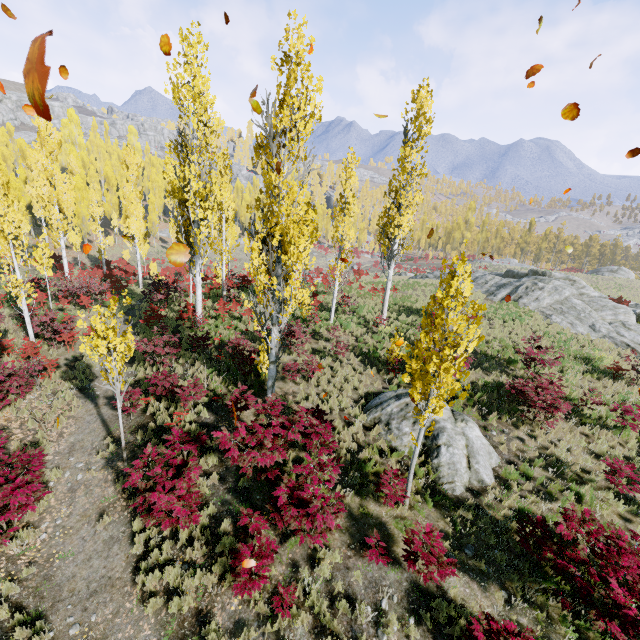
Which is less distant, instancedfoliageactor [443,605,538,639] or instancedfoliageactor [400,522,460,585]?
instancedfoliageactor [443,605,538,639]

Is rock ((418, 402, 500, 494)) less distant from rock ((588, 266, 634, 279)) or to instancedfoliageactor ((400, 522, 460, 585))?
instancedfoliageactor ((400, 522, 460, 585))

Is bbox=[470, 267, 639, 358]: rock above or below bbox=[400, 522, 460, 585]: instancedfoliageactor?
above

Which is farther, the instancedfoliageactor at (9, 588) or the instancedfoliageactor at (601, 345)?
the instancedfoliageactor at (601, 345)

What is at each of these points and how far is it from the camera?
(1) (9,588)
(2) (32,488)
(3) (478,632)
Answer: (1) instancedfoliageactor, 6.60m
(2) instancedfoliageactor, 7.38m
(3) instancedfoliageactor, 5.34m

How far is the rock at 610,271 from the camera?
55.3 meters

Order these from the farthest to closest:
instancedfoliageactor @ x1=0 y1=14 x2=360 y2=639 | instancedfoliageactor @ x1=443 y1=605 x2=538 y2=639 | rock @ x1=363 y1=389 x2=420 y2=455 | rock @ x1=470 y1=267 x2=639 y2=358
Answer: rock @ x1=470 y1=267 x2=639 y2=358 < rock @ x1=363 y1=389 x2=420 y2=455 < instancedfoliageactor @ x1=0 y1=14 x2=360 y2=639 < instancedfoliageactor @ x1=443 y1=605 x2=538 y2=639
